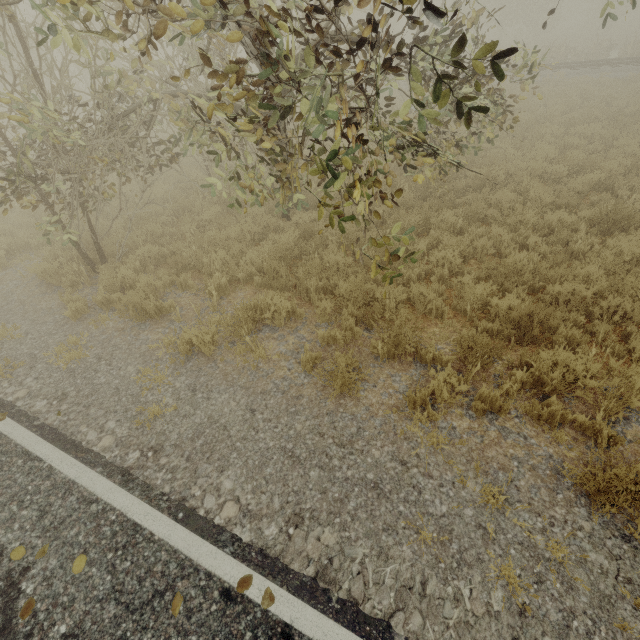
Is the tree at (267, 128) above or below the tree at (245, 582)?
above

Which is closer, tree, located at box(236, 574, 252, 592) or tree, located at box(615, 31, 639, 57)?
tree, located at box(236, 574, 252, 592)

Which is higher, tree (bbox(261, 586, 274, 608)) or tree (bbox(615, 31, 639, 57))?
tree (bbox(615, 31, 639, 57))

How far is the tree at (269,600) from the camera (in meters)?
2.65

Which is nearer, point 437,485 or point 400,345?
point 437,485

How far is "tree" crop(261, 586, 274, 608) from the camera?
2.65m

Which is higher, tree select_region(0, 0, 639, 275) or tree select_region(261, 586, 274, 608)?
tree select_region(0, 0, 639, 275)
